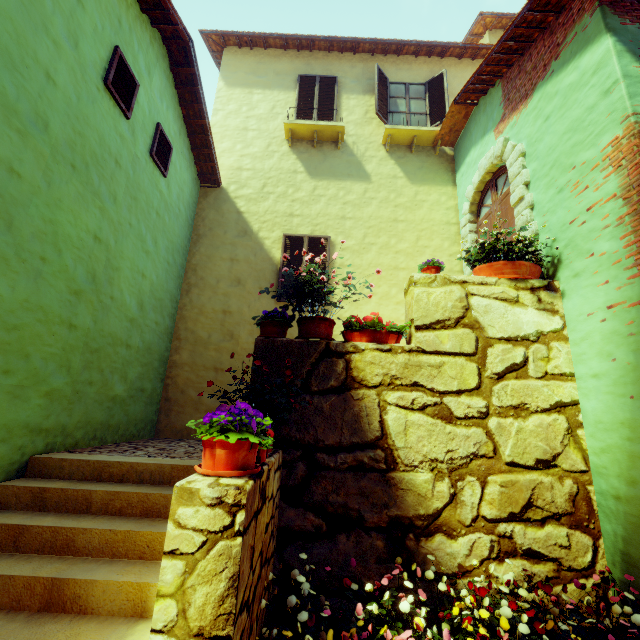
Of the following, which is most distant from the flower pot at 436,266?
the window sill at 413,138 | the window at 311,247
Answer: the window sill at 413,138

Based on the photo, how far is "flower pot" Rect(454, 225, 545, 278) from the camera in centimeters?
428cm

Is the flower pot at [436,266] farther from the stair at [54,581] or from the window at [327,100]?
the window at [327,100]

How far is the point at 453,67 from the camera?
9.1 meters

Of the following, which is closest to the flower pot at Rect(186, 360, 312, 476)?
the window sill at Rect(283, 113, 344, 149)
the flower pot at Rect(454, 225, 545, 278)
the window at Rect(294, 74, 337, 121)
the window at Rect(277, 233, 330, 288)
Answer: the flower pot at Rect(454, 225, 545, 278)

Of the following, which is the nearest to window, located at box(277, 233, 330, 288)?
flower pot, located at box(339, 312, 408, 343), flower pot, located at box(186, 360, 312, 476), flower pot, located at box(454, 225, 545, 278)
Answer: flower pot, located at box(339, 312, 408, 343)

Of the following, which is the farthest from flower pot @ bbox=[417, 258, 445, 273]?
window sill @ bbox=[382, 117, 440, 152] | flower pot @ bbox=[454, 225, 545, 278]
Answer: window sill @ bbox=[382, 117, 440, 152]

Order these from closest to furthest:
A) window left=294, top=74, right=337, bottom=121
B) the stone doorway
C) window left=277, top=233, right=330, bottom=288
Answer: the stone doorway, window left=277, top=233, right=330, bottom=288, window left=294, top=74, right=337, bottom=121
